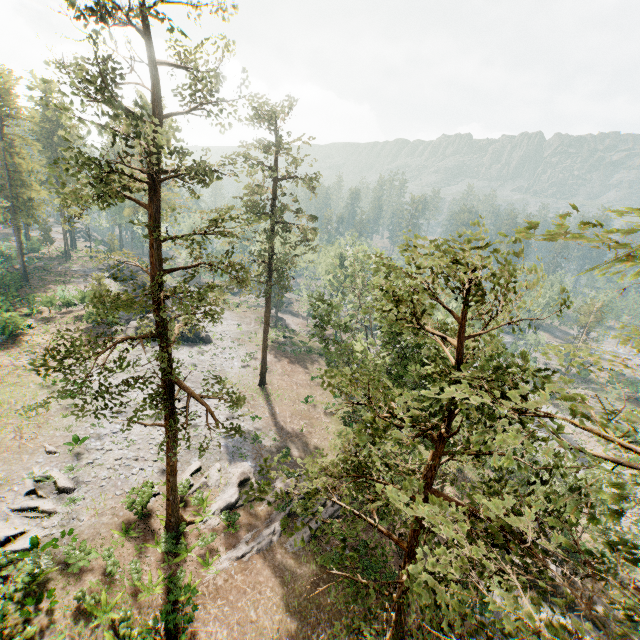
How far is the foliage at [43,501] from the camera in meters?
18.7

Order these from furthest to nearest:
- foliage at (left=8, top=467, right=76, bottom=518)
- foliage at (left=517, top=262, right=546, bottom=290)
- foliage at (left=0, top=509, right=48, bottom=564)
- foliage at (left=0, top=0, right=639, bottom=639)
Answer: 1. foliage at (left=8, top=467, right=76, bottom=518)
2. foliage at (left=0, top=509, right=48, bottom=564)
3. foliage at (left=517, top=262, right=546, bottom=290)
4. foliage at (left=0, top=0, right=639, bottom=639)

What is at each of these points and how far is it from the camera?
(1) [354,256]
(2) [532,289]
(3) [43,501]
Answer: (1) foliage, 40.12m
(2) foliage, 7.88m
(3) foliage, 19.38m

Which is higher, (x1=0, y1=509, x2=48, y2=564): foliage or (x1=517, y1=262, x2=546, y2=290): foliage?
(x1=517, y1=262, x2=546, y2=290): foliage

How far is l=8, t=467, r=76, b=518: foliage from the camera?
18.7 meters

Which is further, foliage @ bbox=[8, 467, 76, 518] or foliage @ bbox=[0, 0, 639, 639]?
foliage @ bbox=[8, 467, 76, 518]

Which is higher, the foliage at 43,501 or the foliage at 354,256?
the foliage at 354,256
